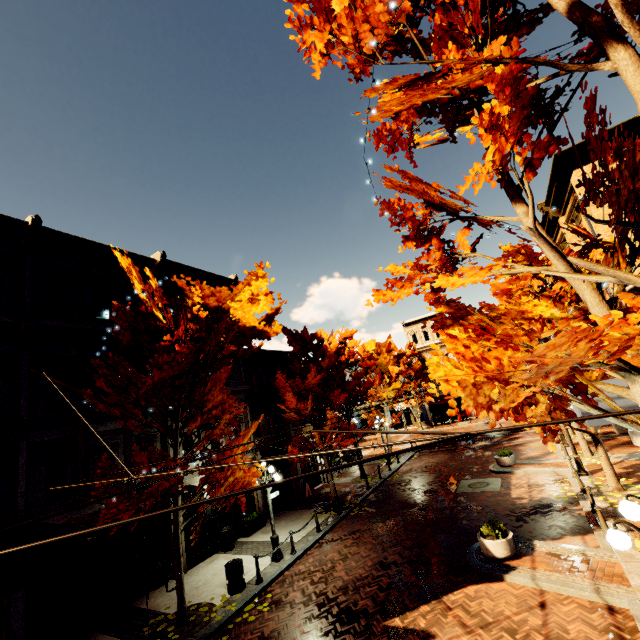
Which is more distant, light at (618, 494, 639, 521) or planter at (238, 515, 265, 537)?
planter at (238, 515, 265, 537)

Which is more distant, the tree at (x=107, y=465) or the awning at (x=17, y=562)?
the tree at (x=107, y=465)

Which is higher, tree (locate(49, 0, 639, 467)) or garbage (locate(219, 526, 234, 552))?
tree (locate(49, 0, 639, 467))

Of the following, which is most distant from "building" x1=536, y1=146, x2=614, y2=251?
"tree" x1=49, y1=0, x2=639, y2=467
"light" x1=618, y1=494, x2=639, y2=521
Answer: "light" x1=618, y1=494, x2=639, y2=521

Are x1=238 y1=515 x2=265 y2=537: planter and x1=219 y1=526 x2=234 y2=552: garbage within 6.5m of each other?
yes

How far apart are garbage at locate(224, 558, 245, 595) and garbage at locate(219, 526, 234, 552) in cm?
362

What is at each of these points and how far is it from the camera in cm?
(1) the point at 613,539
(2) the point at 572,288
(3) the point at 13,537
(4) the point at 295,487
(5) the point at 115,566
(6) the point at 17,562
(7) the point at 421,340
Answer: (1) light, 415
(2) tree, 1346
(3) awning, 699
(4) building, 2077
(5) building, 1162
(6) awning, 693
(7) building, 4431

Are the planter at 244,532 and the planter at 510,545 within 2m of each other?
no
